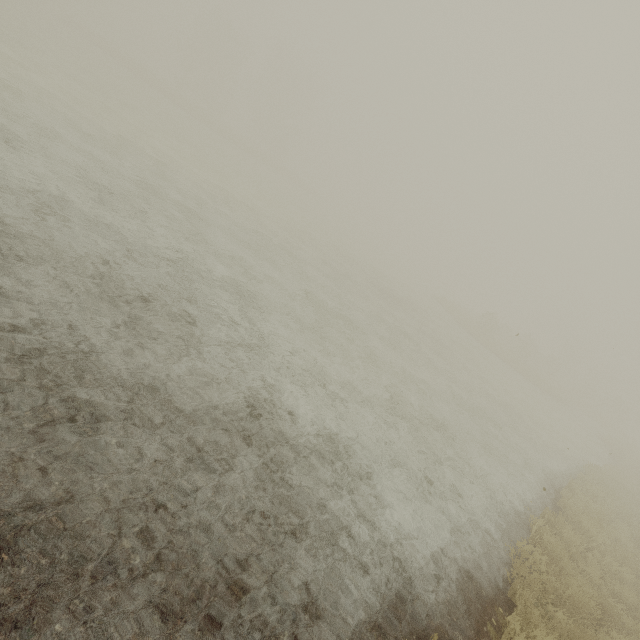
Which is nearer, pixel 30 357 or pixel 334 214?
pixel 30 357
